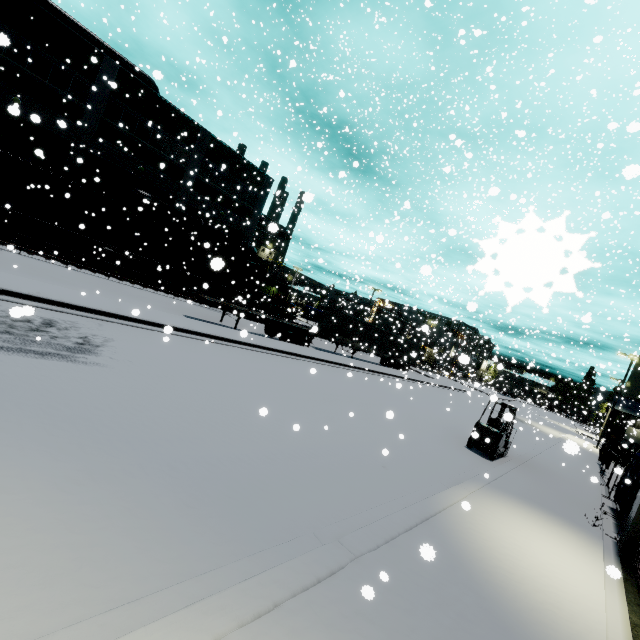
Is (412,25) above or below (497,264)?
above

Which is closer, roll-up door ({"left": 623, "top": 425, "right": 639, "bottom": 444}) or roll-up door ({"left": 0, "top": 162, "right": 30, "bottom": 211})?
roll-up door ({"left": 0, "top": 162, "right": 30, "bottom": 211})

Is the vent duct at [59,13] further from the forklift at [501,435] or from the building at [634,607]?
the forklift at [501,435]

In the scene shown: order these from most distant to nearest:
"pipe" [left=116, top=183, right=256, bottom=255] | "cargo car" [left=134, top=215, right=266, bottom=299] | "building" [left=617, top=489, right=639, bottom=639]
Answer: "pipe" [left=116, top=183, right=256, bottom=255] → "cargo car" [left=134, top=215, right=266, bottom=299] → "building" [left=617, top=489, right=639, bottom=639]

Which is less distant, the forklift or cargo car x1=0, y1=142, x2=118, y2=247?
the forklift

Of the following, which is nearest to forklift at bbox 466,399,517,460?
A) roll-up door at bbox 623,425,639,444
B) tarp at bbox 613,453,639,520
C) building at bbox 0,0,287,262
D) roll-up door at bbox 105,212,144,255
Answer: tarp at bbox 613,453,639,520

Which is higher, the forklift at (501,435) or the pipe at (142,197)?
the pipe at (142,197)

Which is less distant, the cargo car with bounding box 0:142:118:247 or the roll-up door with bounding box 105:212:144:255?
the cargo car with bounding box 0:142:118:247
